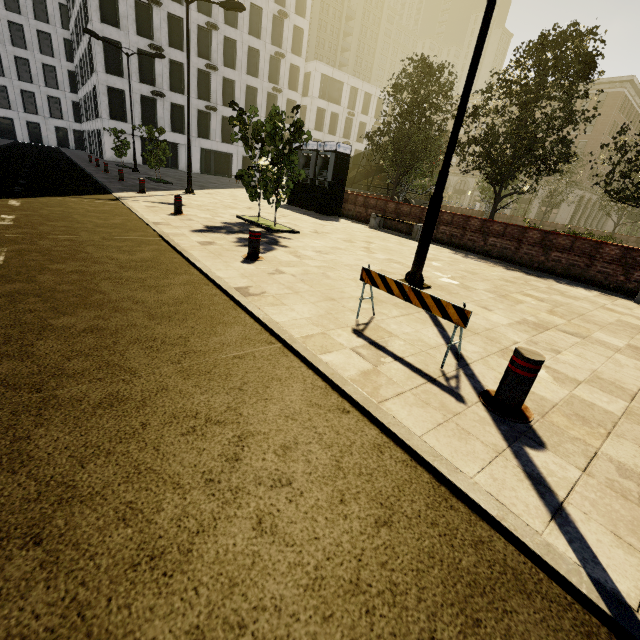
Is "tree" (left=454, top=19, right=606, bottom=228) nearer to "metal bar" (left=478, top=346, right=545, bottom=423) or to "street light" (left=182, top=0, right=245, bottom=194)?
"metal bar" (left=478, top=346, right=545, bottom=423)

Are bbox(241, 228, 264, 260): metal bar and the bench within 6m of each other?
no

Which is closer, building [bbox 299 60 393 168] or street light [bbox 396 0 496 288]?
street light [bbox 396 0 496 288]

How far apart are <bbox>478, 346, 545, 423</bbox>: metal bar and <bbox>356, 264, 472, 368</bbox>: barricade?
0.4m

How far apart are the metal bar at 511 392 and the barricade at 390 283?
0.4m

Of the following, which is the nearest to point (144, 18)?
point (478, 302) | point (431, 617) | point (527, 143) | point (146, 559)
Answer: point (527, 143)

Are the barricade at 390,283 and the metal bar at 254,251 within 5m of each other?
yes

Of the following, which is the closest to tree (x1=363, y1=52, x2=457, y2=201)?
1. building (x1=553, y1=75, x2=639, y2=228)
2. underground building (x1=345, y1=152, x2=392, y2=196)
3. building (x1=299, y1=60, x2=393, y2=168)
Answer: underground building (x1=345, y1=152, x2=392, y2=196)
